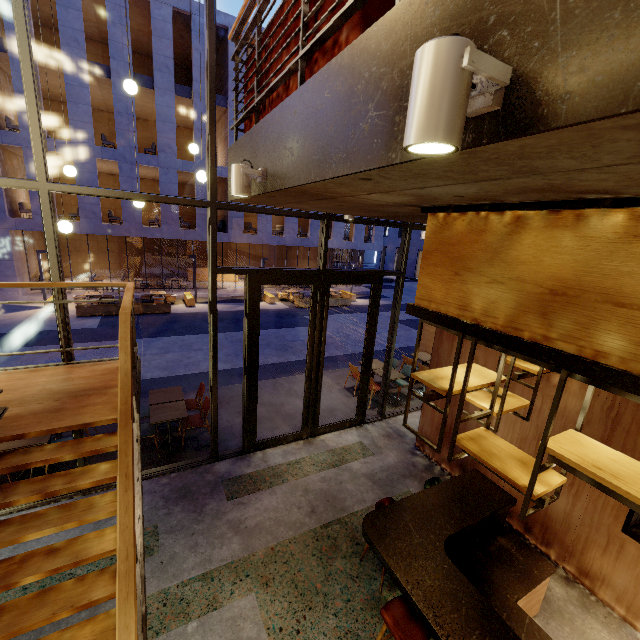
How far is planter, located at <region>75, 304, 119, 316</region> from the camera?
15.3m

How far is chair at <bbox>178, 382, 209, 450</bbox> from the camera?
6.30m

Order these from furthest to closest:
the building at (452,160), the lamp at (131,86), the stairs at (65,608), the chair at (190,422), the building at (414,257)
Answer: the building at (414,257) → the chair at (190,422) → the lamp at (131,86) → the stairs at (65,608) → the building at (452,160)

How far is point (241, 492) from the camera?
5.4m

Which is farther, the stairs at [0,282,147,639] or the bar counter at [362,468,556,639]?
the bar counter at [362,468,556,639]

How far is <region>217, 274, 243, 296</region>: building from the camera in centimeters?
2236cm

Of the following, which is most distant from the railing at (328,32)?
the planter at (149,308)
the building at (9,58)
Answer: the building at (9,58)

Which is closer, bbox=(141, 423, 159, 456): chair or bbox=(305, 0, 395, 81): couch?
bbox=(305, 0, 395, 81): couch
